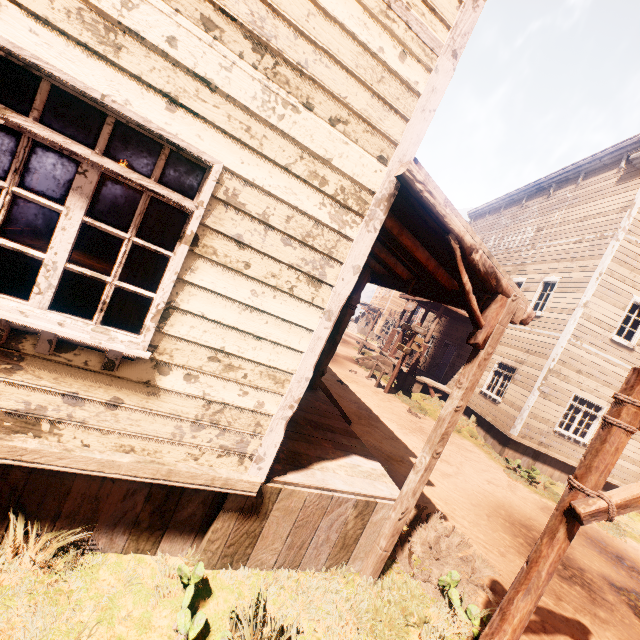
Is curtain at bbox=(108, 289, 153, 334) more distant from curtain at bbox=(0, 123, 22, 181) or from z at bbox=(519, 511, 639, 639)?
z at bbox=(519, 511, 639, 639)

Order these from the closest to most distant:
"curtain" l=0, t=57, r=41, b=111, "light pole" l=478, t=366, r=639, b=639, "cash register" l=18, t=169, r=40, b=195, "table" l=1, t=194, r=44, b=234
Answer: "curtain" l=0, t=57, r=41, b=111 → "light pole" l=478, t=366, r=639, b=639 → "table" l=1, t=194, r=44, b=234 → "cash register" l=18, t=169, r=40, b=195

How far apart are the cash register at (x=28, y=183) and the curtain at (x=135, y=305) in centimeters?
873cm

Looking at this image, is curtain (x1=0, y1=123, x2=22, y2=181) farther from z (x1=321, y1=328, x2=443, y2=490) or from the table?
z (x1=321, y1=328, x2=443, y2=490)

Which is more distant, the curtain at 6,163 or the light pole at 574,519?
the light pole at 574,519

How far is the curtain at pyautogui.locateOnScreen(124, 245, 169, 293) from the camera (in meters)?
2.36

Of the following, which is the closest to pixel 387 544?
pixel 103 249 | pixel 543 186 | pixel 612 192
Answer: pixel 103 249

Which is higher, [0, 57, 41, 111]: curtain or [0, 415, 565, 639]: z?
[0, 57, 41, 111]: curtain
